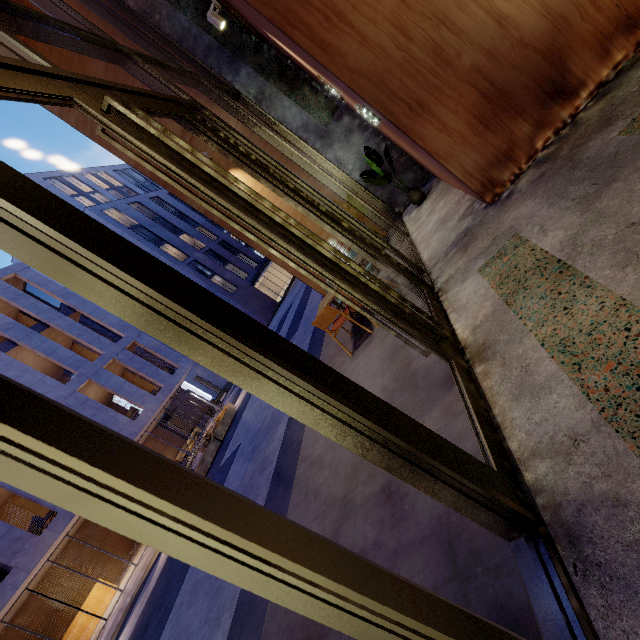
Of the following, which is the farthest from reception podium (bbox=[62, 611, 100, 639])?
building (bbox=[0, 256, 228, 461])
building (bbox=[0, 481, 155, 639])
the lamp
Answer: the lamp

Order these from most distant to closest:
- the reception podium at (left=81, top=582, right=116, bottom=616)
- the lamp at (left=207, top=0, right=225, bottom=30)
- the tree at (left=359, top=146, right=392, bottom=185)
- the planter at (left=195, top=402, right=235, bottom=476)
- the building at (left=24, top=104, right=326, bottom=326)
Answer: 1. the reception podium at (left=81, top=582, right=116, bottom=616)
2. the planter at (left=195, top=402, right=235, bottom=476)
3. the building at (left=24, top=104, right=326, bottom=326)
4. the tree at (left=359, top=146, right=392, bottom=185)
5. the lamp at (left=207, top=0, right=225, bottom=30)

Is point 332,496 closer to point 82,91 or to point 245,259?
point 82,91

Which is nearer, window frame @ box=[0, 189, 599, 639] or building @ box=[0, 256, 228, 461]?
window frame @ box=[0, 189, 599, 639]

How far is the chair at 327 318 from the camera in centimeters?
502cm

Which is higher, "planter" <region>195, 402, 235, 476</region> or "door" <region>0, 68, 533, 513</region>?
"door" <region>0, 68, 533, 513</region>

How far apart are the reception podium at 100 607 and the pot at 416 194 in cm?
2267

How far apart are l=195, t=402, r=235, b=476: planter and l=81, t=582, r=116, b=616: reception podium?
8.9 meters
